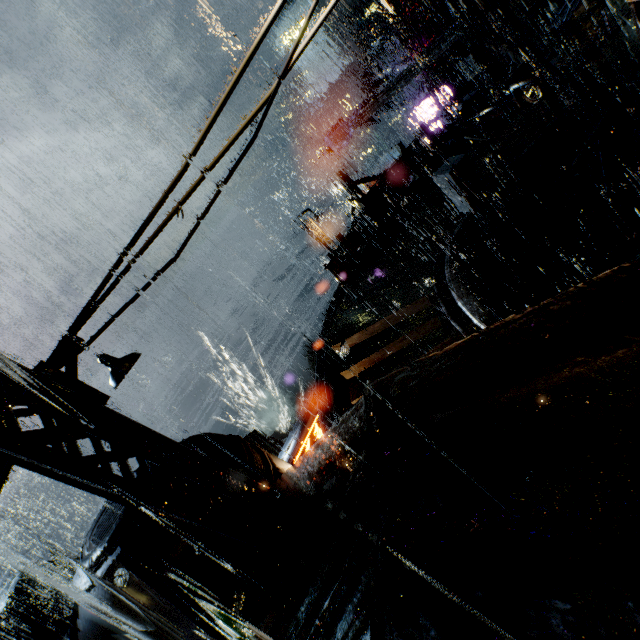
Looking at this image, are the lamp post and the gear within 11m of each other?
no

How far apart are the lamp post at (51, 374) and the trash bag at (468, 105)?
18.1 meters

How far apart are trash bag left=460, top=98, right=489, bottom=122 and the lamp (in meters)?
17.76

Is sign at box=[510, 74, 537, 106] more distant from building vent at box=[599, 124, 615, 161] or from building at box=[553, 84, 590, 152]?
building vent at box=[599, 124, 615, 161]

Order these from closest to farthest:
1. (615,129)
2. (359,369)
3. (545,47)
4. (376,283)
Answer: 1. (615,129)
2. (359,369)
3. (376,283)
4. (545,47)

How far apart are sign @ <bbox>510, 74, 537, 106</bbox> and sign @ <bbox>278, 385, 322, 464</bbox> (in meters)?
12.80

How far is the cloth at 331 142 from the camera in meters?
27.5 m

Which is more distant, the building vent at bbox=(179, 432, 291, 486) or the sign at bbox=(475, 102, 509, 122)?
the sign at bbox=(475, 102, 509, 122)
